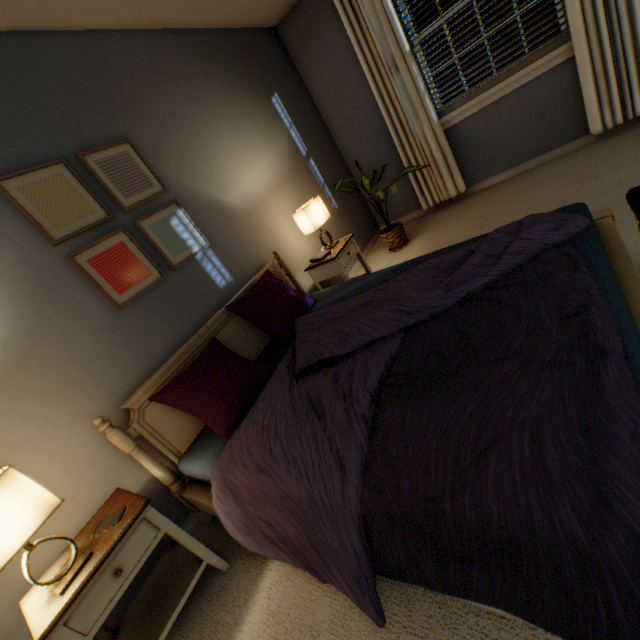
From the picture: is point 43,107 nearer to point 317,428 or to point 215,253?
point 215,253

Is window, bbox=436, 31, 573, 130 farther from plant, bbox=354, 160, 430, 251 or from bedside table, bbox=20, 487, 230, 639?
bedside table, bbox=20, 487, 230, 639

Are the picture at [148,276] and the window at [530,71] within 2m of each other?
no

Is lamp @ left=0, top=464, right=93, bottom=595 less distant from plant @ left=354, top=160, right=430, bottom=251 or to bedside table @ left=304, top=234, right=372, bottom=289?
bedside table @ left=304, top=234, right=372, bottom=289

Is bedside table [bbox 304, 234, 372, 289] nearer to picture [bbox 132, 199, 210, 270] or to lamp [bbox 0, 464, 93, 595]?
picture [bbox 132, 199, 210, 270]

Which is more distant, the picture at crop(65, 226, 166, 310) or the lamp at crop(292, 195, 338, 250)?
the lamp at crop(292, 195, 338, 250)

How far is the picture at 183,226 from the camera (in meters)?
1.93

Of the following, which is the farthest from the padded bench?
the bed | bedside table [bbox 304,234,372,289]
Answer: bedside table [bbox 304,234,372,289]
